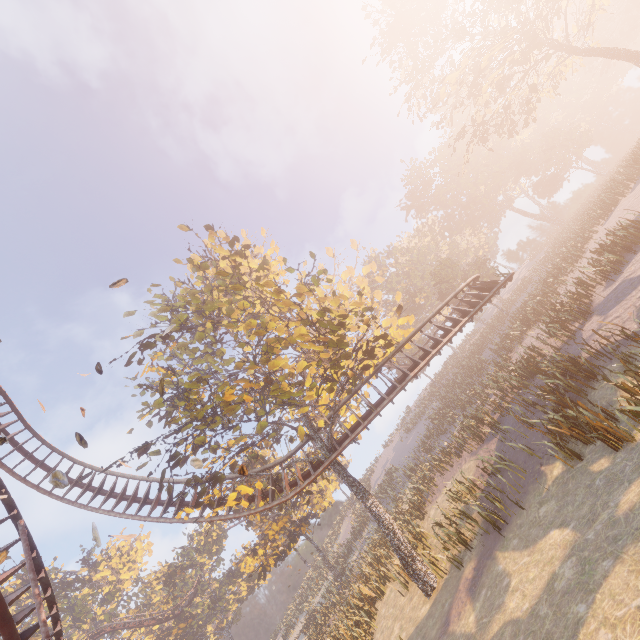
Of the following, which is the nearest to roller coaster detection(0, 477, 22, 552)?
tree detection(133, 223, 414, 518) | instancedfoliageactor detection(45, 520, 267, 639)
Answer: tree detection(133, 223, 414, 518)

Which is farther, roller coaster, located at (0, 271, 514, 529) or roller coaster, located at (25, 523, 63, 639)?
roller coaster, located at (0, 271, 514, 529)

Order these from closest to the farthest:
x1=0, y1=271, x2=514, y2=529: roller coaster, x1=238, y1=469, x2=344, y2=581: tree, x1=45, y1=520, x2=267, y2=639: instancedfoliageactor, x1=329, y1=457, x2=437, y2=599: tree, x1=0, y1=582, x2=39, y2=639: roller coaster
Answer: x1=0, y1=582, x2=39, y2=639: roller coaster < x1=329, y1=457, x2=437, y2=599: tree < x1=0, y1=271, x2=514, y2=529: roller coaster < x1=238, y1=469, x2=344, y2=581: tree < x1=45, y1=520, x2=267, y2=639: instancedfoliageactor

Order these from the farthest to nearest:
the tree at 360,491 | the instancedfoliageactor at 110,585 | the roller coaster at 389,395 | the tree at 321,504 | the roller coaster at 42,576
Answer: the instancedfoliageactor at 110,585 → the tree at 321,504 → the roller coaster at 389,395 → the tree at 360,491 → the roller coaster at 42,576

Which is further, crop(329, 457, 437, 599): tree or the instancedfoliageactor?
the instancedfoliageactor

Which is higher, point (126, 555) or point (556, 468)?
point (126, 555)

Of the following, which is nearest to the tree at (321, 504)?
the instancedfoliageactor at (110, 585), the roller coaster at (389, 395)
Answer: the roller coaster at (389, 395)
